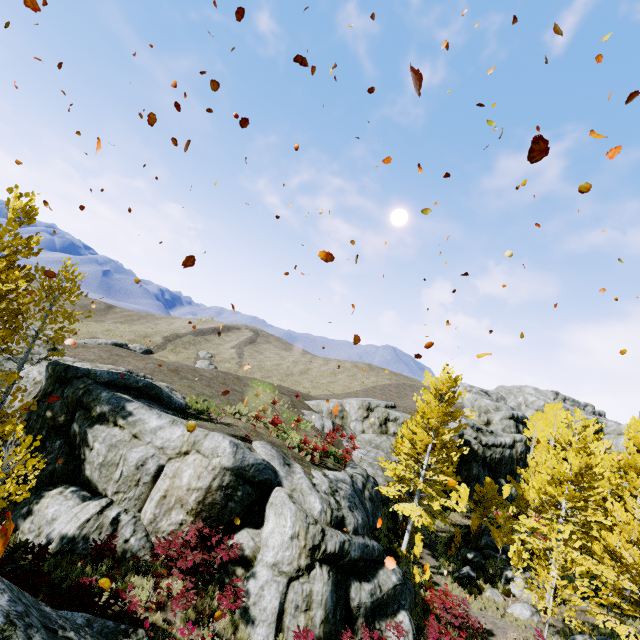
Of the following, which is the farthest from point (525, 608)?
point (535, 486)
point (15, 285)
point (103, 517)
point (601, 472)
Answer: point (15, 285)

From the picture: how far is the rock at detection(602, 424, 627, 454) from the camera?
33.4 meters

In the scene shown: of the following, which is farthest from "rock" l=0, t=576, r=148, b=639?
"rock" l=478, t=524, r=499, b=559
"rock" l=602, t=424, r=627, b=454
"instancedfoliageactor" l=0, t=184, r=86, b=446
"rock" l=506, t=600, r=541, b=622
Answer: "rock" l=602, t=424, r=627, b=454

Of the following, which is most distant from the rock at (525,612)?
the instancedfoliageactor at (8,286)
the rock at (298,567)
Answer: the instancedfoliageactor at (8,286)

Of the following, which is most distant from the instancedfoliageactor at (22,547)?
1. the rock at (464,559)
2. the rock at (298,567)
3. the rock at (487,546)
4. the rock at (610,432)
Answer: the rock at (487,546)

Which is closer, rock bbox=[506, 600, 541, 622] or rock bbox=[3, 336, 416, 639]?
rock bbox=[3, 336, 416, 639]

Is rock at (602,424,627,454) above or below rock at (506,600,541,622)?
above

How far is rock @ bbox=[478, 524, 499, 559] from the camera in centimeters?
2209cm
